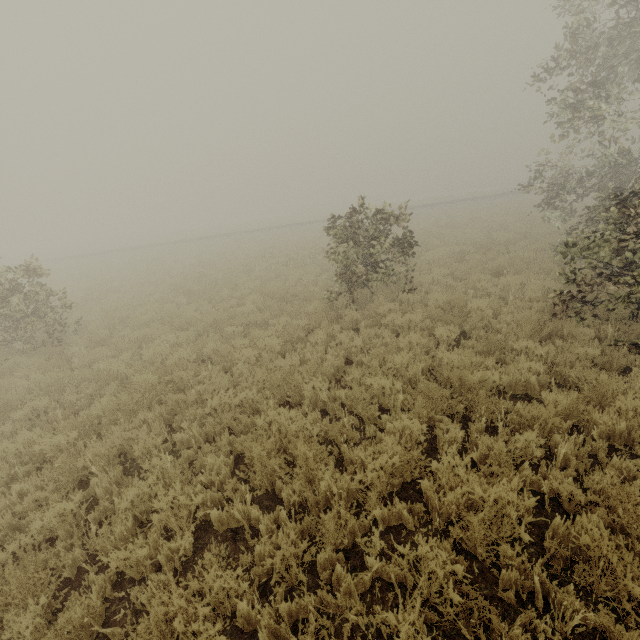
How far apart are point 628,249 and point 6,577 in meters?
10.3 m
